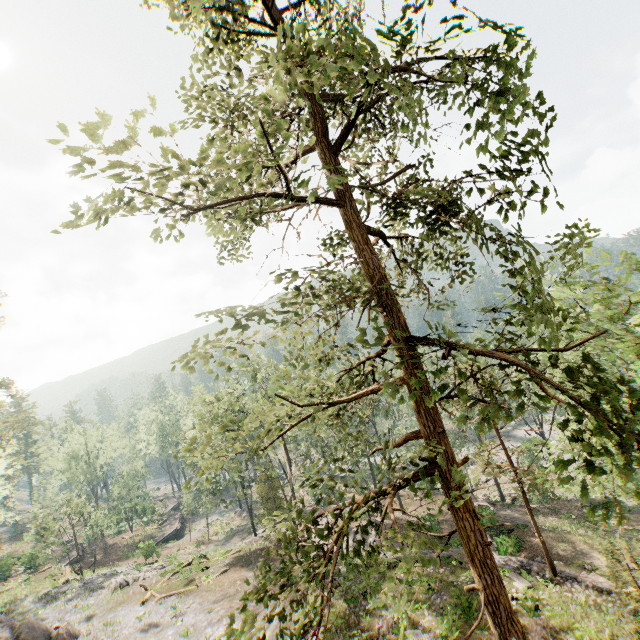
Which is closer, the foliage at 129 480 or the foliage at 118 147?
the foliage at 118 147

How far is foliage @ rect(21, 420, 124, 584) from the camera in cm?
3641

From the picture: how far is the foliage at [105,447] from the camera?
36.4m

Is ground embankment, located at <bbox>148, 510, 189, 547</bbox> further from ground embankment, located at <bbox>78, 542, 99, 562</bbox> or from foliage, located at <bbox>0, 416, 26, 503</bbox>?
ground embankment, located at <bbox>78, 542, 99, 562</bbox>

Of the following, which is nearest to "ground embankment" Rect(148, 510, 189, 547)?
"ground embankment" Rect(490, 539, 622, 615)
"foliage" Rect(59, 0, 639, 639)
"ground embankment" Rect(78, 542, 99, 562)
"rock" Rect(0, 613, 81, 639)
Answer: "foliage" Rect(59, 0, 639, 639)

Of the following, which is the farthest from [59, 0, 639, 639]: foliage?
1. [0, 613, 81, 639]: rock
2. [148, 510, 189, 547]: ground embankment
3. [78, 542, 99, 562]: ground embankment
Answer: [78, 542, 99, 562]: ground embankment

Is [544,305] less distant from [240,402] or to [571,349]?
[571,349]

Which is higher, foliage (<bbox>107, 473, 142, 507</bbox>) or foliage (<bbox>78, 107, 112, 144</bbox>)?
foliage (<bbox>78, 107, 112, 144</bbox>)
